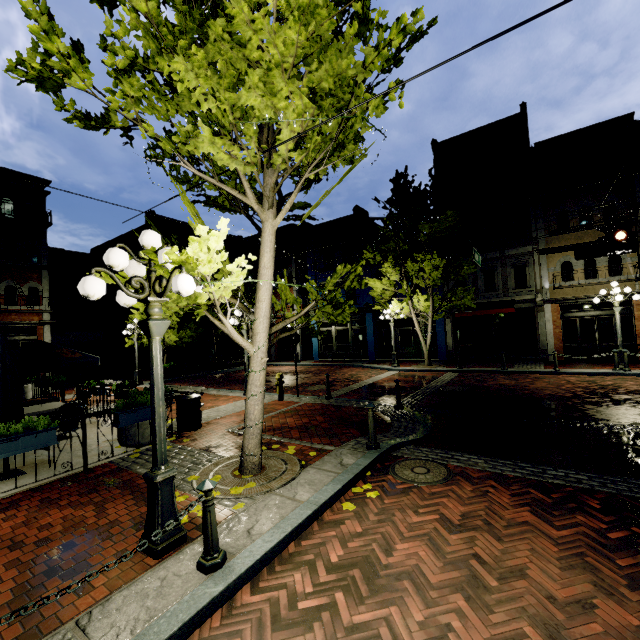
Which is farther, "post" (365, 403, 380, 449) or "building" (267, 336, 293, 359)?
"building" (267, 336, 293, 359)

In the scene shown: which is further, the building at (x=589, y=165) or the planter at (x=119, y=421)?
the building at (x=589, y=165)

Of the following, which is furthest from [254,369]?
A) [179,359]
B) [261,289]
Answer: [179,359]

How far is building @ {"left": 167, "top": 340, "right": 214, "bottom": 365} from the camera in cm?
2920

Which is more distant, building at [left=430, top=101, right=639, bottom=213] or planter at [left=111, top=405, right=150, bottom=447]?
building at [left=430, top=101, right=639, bottom=213]

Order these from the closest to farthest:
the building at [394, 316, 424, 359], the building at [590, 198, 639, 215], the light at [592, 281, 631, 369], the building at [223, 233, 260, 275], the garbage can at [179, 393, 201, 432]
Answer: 1. the garbage can at [179, 393, 201, 432]
2. the light at [592, 281, 631, 369]
3. the building at [590, 198, 639, 215]
4. the building at [394, 316, 424, 359]
5. the building at [223, 233, 260, 275]

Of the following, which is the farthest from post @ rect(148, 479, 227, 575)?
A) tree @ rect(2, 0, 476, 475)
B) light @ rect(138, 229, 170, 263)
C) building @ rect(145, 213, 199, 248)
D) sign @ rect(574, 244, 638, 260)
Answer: building @ rect(145, 213, 199, 248)

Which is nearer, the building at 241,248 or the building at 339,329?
the building at 339,329
